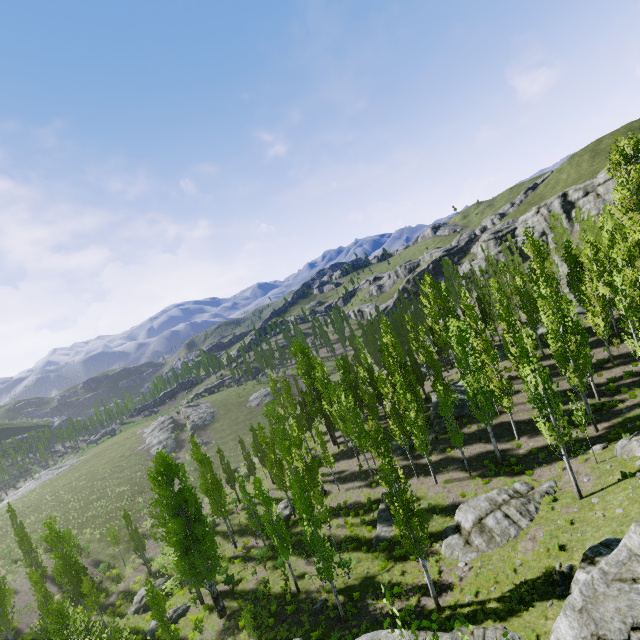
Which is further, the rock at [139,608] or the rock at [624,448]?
the rock at [139,608]

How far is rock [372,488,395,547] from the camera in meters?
25.2 m

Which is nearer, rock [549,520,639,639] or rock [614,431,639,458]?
rock [549,520,639,639]

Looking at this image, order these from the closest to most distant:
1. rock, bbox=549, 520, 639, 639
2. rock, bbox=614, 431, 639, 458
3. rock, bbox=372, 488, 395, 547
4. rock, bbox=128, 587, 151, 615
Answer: rock, bbox=549, 520, 639, 639, rock, bbox=614, 431, 639, 458, rock, bbox=372, 488, 395, 547, rock, bbox=128, 587, 151, 615

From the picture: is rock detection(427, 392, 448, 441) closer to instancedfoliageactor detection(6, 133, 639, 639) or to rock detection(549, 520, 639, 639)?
instancedfoliageactor detection(6, 133, 639, 639)

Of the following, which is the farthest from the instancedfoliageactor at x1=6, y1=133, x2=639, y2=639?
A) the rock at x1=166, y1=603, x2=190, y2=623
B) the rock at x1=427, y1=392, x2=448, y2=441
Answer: the rock at x1=166, y1=603, x2=190, y2=623

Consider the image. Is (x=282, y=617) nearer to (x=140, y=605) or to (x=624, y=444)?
(x=140, y=605)

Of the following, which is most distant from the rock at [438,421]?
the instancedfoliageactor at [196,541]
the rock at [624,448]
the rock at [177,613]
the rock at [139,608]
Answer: the rock at [139,608]
